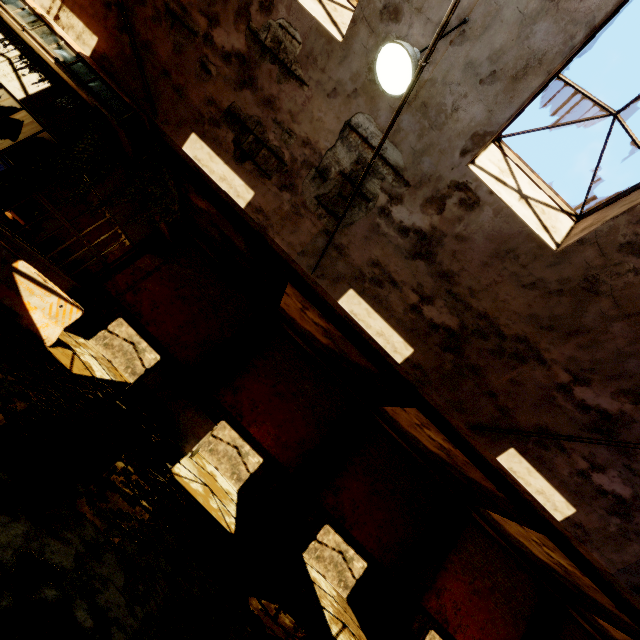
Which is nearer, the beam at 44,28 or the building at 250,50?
the building at 250,50

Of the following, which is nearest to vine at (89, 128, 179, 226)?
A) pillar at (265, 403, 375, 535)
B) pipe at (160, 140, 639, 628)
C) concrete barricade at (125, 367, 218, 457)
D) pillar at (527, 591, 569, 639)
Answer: pipe at (160, 140, 639, 628)

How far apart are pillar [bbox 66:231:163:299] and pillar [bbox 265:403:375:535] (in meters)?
9.63

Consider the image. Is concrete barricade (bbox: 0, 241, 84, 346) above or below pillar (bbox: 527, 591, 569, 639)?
below

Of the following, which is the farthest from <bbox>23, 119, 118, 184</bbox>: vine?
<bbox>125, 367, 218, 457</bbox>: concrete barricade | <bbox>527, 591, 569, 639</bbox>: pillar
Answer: <bbox>527, 591, 569, 639</bbox>: pillar

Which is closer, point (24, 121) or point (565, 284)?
point (565, 284)

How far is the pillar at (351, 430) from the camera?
10.4m

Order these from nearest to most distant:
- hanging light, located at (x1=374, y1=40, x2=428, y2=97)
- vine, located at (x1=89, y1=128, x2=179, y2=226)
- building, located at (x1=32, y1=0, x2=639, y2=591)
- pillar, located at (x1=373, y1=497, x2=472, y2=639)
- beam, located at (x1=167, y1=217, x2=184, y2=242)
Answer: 1. hanging light, located at (x1=374, y1=40, x2=428, y2=97)
2. building, located at (x1=32, y1=0, x2=639, y2=591)
3. vine, located at (x1=89, y1=128, x2=179, y2=226)
4. pillar, located at (x1=373, y1=497, x2=472, y2=639)
5. beam, located at (x1=167, y1=217, x2=184, y2=242)
